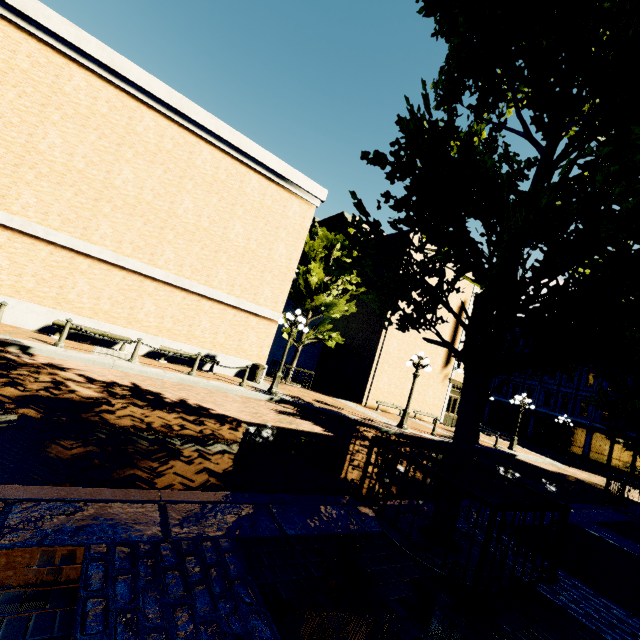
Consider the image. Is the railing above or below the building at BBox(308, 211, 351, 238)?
below

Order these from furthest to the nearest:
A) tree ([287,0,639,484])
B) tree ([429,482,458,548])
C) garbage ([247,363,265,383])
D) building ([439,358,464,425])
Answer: building ([439,358,464,425]) < garbage ([247,363,265,383]) < tree ([429,482,458,548]) < tree ([287,0,639,484])

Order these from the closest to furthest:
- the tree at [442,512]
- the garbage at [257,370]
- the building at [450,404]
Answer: the tree at [442,512] < the garbage at [257,370] < the building at [450,404]

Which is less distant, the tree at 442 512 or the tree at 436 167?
the tree at 436 167

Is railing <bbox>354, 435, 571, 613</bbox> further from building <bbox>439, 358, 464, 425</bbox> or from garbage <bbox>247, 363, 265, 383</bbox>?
building <bbox>439, 358, 464, 425</bbox>

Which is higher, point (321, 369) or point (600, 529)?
point (321, 369)

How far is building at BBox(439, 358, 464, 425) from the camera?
23.5 meters

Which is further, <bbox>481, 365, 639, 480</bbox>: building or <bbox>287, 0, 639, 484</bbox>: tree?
<bbox>481, 365, 639, 480</bbox>: building
